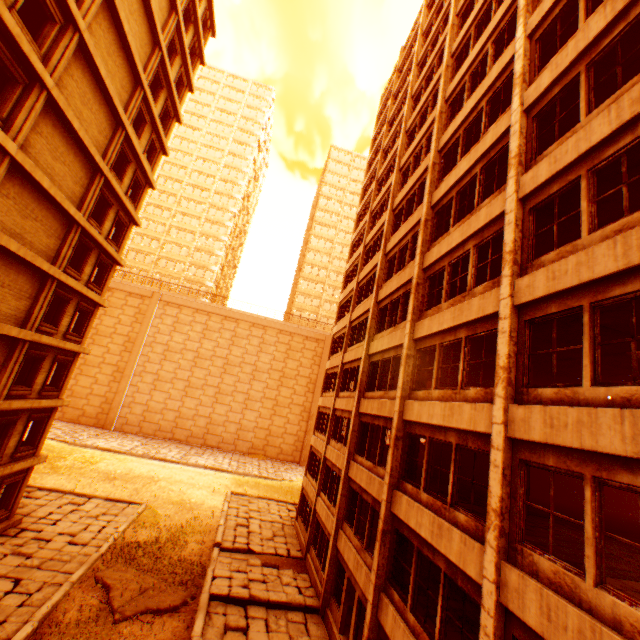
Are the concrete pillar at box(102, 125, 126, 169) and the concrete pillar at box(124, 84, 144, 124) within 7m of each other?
yes

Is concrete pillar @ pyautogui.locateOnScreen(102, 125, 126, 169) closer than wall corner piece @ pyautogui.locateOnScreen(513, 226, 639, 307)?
No

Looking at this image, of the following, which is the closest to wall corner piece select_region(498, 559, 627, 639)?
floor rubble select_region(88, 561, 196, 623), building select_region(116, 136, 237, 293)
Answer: floor rubble select_region(88, 561, 196, 623)

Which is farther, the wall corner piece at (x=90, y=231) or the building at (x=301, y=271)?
the building at (x=301, y=271)

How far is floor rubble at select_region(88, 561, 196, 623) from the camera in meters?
12.3

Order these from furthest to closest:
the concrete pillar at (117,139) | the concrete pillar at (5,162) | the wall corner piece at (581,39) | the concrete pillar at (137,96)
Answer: the concrete pillar at (137,96), the concrete pillar at (117,139), the concrete pillar at (5,162), the wall corner piece at (581,39)

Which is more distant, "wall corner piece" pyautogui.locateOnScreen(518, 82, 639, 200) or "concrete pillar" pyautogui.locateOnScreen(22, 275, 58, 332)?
"concrete pillar" pyautogui.locateOnScreen(22, 275, 58, 332)

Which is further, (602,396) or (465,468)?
(465,468)
